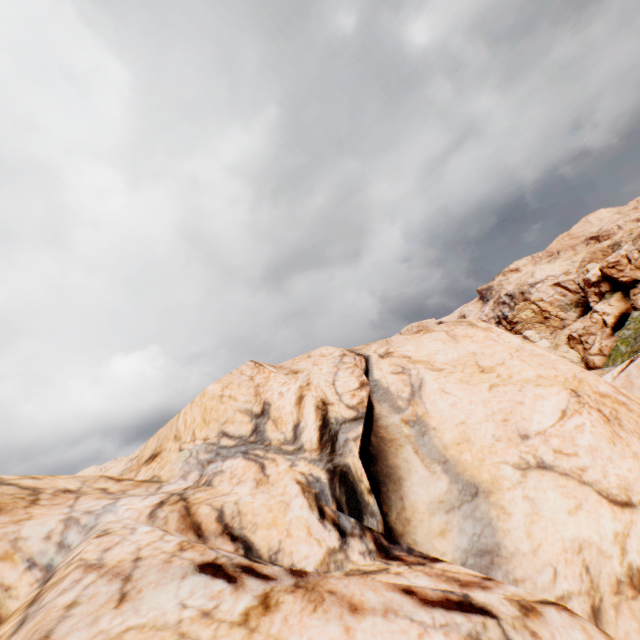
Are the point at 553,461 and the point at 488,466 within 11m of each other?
yes
